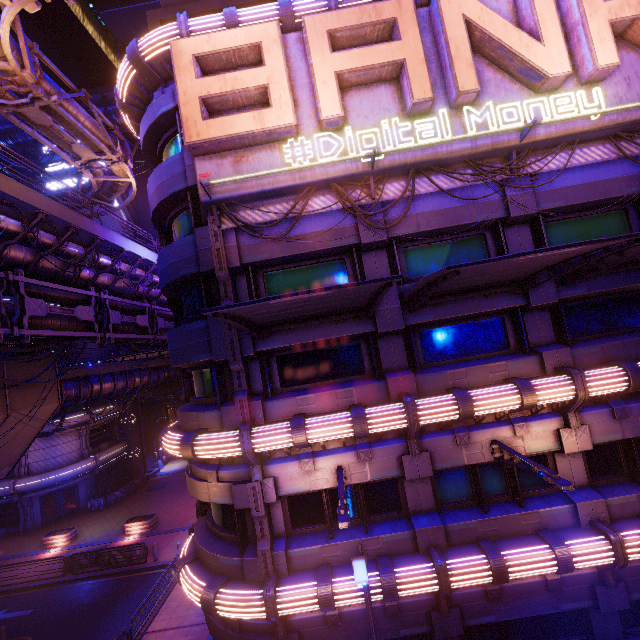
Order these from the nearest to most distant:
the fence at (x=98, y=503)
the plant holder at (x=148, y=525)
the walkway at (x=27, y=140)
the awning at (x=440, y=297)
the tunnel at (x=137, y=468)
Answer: the awning at (x=440, y=297), the plant holder at (x=148, y=525), the fence at (x=98, y=503), the tunnel at (x=137, y=468), the walkway at (x=27, y=140)

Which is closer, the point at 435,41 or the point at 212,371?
the point at 435,41

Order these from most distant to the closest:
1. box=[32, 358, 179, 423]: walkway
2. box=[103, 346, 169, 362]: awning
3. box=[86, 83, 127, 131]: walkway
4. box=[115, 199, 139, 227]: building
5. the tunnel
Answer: box=[115, 199, 139, 227]: building < box=[86, 83, 127, 131]: walkway < the tunnel < box=[32, 358, 179, 423]: walkway < box=[103, 346, 169, 362]: awning

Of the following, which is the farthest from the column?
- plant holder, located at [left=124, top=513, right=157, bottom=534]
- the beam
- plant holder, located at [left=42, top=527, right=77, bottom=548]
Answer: plant holder, located at [left=42, top=527, right=77, bottom=548]

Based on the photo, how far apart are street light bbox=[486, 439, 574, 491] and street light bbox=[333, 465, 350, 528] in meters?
4.5 m

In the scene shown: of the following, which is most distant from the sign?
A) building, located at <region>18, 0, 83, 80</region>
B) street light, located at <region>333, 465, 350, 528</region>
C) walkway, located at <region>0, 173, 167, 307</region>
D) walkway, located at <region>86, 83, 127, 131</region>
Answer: building, located at <region>18, 0, 83, 80</region>

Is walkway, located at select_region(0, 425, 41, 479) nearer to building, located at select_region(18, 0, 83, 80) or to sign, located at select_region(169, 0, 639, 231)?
sign, located at select_region(169, 0, 639, 231)

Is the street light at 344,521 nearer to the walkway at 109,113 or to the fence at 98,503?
the fence at 98,503
